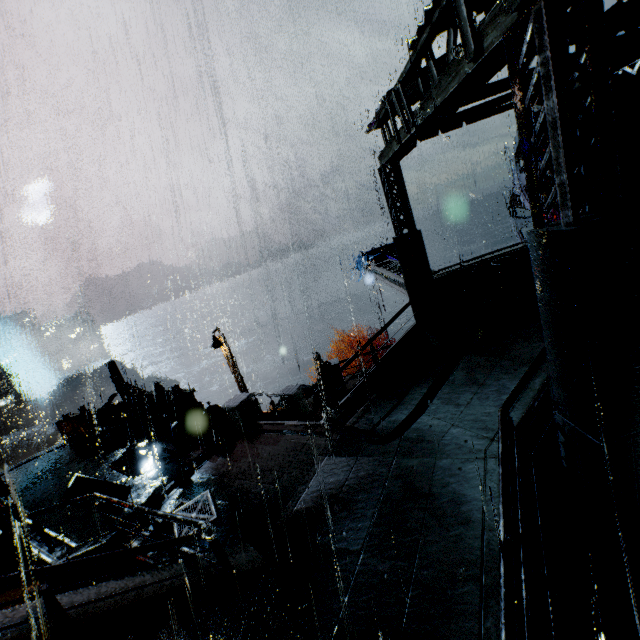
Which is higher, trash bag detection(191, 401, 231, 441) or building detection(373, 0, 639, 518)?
building detection(373, 0, 639, 518)

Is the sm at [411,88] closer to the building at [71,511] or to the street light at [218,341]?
the building at [71,511]

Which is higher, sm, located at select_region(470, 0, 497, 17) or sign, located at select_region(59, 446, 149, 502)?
sm, located at select_region(470, 0, 497, 17)

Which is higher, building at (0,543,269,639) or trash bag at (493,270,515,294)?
trash bag at (493,270,515,294)

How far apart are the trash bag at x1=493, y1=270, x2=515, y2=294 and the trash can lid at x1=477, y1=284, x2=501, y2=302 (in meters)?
0.01

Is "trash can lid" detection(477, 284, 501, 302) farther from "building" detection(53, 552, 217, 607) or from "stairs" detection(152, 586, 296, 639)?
"stairs" detection(152, 586, 296, 639)

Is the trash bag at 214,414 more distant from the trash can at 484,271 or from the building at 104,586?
the trash can at 484,271

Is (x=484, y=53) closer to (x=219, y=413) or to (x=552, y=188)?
(x=219, y=413)
